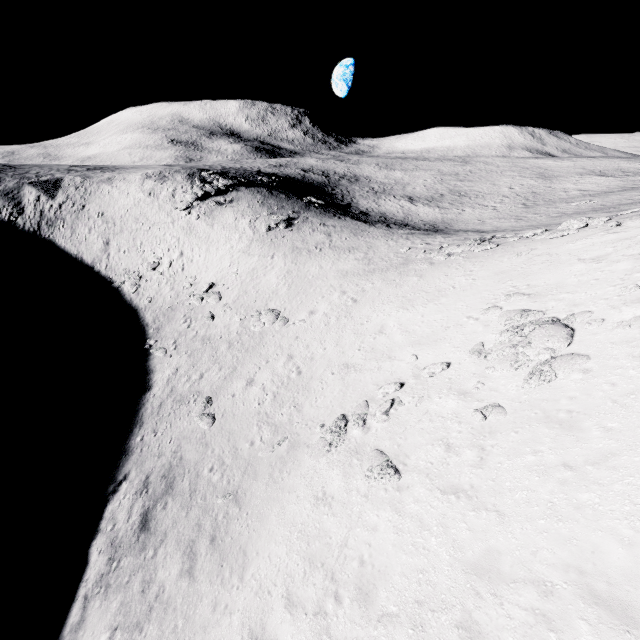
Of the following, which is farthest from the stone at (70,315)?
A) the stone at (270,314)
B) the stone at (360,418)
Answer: the stone at (360,418)

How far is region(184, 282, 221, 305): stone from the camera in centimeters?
3431cm

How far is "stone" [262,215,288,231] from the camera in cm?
4172

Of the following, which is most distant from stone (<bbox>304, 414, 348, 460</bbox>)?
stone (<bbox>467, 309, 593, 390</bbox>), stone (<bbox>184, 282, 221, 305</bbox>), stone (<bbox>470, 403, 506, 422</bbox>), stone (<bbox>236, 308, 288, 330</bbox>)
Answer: stone (<bbox>184, 282, 221, 305</bbox>)

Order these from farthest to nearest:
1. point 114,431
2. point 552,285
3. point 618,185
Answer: point 618,185, point 114,431, point 552,285

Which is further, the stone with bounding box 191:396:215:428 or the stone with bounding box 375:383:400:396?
the stone with bounding box 191:396:215:428

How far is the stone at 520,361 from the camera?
10.3 meters

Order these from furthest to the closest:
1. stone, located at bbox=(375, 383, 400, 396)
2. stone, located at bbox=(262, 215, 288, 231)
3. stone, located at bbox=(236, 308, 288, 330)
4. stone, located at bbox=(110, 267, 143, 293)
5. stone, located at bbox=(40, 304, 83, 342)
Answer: stone, located at bbox=(262, 215, 288, 231) < stone, located at bbox=(110, 267, 143, 293) < stone, located at bbox=(40, 304, 83, 342) < stone, located at bbox=(236, 308, 288, 330) < stone, located at bbox=(375, 383, 400, 396)
